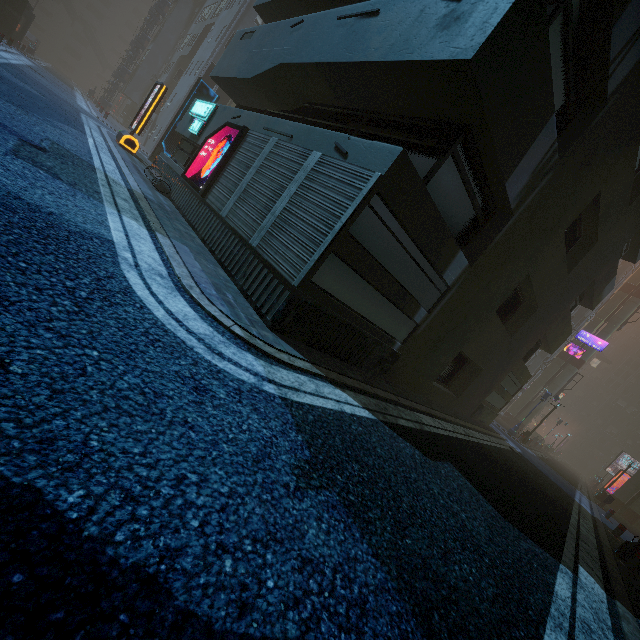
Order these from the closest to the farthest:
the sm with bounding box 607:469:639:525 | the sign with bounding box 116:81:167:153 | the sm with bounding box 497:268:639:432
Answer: the sign with bounding box 116:81:167:153 < the sm with bounding box 607:469:639:525 < the sm with bounding box 497:268:639:432

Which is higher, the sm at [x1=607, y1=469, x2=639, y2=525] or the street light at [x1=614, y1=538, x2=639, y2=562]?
the sm at [x1=607, y1=469, x2=639, y2=525]

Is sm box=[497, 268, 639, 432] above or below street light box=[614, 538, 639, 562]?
above

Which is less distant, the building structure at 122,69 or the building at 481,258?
the building at 481,258

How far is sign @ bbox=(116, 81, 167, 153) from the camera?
Answer: 14.4m

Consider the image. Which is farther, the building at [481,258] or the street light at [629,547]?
the street light at [629,547]

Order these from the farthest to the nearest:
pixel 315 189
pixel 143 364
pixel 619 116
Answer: pixel 619 116, pixel 315 189, pixel 143 364

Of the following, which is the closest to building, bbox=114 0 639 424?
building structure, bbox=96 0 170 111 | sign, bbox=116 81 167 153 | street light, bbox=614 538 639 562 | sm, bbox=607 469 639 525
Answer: building structure, bbox=96 0 170 111
